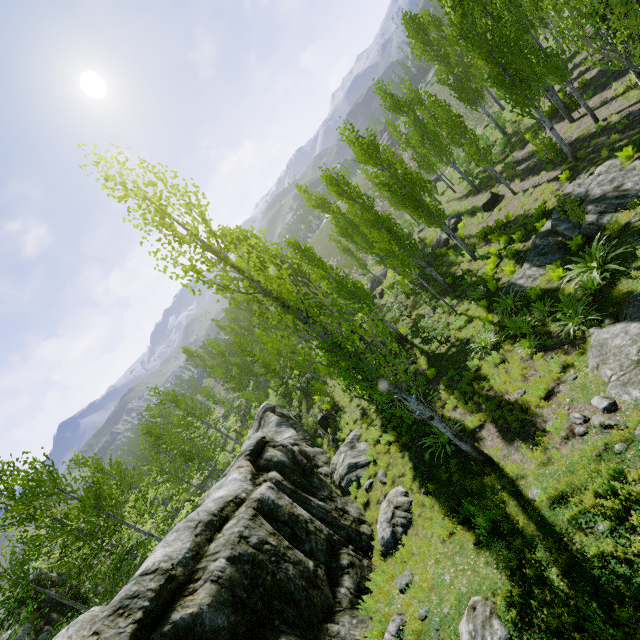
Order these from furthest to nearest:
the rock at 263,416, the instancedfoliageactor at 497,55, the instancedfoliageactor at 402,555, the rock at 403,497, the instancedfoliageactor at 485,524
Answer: the rock at 403,497
the instancedfoliageactor at 402,555
the instancedfoliageactor at 497,55
the instancedfoliageactor at 485,524
the rock at 263,416

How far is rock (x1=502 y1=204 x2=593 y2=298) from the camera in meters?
12.1 m

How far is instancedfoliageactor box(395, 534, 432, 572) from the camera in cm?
780

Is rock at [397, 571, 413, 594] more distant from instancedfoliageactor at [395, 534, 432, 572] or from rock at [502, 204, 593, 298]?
rock at [502, 204, 593, 298]

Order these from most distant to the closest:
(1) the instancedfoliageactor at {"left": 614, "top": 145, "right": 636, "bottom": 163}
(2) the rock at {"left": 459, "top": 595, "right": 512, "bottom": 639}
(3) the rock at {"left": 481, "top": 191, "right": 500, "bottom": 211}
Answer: (3) the rock at {"left": 481, "top": 191, "right": 500, "bottom": 211}, (1) the instancedfoliageactor at {"left": 614, "top": 145, "right": 636, "bottom": 163}, (2) the rock at {"left": 459, "top": 595, "right": 512, "bottom": 639}

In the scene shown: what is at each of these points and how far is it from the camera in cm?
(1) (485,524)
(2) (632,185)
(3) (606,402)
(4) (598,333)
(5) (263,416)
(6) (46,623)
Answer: (1) instancedfoliageactor, 684
(2) rock, 1091
(3) rock, 674
(4) rock, 781
(5) rock, 2436
(6) rock, 1506

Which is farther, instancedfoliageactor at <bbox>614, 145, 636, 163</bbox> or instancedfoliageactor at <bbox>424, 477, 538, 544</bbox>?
instancedfoliageactor at <bbox>614, 145, 636, 163</bbox>

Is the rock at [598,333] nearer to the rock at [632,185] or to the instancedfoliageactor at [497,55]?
the instancedfoliageactor at [497,55]
